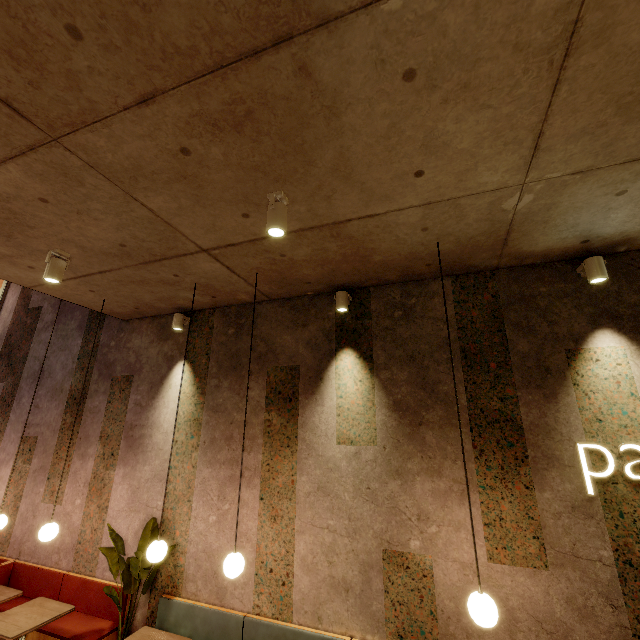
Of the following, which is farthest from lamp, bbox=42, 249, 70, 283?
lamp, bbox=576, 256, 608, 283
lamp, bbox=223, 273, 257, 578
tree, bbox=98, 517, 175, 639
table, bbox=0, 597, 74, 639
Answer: lamp, bbox=576, 256, 608, 283

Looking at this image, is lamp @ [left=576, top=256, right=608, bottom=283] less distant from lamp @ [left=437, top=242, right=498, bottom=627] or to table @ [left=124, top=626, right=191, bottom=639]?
lamp @ [left=437, top=242, right=498, bottom=627]

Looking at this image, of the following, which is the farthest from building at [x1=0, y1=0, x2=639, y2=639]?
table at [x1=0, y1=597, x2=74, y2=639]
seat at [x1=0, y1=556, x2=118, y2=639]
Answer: table at [x1=0, y1=597, x2=74, y2=639]

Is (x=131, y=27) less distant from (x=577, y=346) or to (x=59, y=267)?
(x=59, y=267)

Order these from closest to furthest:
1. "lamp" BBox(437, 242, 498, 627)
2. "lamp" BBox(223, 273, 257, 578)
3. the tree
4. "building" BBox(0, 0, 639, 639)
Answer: "building" BBox(0, 0, 639, 639) → "lamp" BBox(437, 242, 498, 627) → "lamp" BBox(223, 273, 257, 578) → the tree

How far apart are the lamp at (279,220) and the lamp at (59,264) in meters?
2.5 m

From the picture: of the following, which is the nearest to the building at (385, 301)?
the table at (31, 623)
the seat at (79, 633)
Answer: the seat at (79, 633)

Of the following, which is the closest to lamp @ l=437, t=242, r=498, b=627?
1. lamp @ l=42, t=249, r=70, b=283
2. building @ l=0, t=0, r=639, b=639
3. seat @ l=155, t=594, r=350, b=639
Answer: building @ l=0, t=0, r=639, b=639
